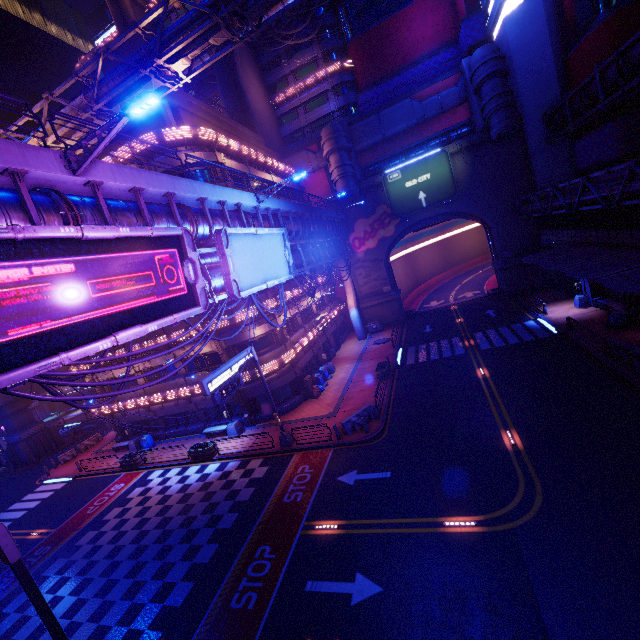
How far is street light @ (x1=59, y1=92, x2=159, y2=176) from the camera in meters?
7.5

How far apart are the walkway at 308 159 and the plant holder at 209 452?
34.86m

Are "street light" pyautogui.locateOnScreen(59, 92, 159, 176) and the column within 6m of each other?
no

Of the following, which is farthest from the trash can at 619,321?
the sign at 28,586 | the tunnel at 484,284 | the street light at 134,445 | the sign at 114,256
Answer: the street light at 134,445

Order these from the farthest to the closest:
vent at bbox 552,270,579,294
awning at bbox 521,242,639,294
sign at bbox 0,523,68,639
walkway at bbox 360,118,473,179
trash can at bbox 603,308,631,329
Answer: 1. walkway at bbox 360,118,473,179
2. vent at bbox 552,270,579,294
3. trash can at bbox 603,308,631,329
4. awning at bbox 521,242,639,294
5. sign at bbox 0,523,68,639

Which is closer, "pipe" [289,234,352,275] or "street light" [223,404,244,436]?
"pipe" [289,234,352,275]

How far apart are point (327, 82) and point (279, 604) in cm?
→ 5660

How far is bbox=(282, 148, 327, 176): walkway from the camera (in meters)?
41.91
